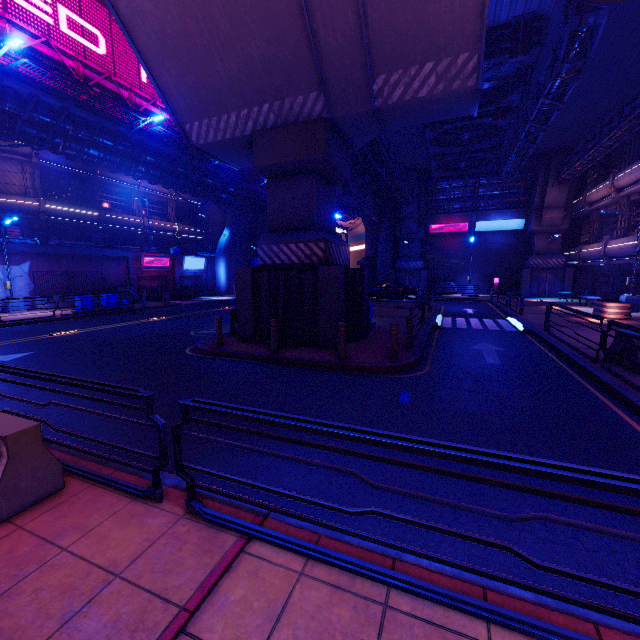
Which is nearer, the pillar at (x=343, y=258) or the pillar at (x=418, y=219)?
the pillar at (x=343, y=258)

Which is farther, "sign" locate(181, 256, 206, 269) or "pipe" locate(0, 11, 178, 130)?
"sign" locate(181, 256, 206, 269)

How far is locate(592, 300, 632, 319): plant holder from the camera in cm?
1633

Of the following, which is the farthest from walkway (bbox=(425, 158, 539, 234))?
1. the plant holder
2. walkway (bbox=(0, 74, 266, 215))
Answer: walkway (bbox=(0, 74, 266, 215))

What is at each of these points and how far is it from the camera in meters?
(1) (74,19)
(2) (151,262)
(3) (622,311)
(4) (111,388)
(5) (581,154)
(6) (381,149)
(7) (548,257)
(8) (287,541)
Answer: (1) sign, 28.5 m
(2) sign, 31.7 m
(3) plant holder, 16.4 m
(4) railing, 3.5 m
(5) pipe, 22.0 m
(6) pipe, 18.0 m
(7) pillar, 30.5 m
(8) railing, 2.9 m

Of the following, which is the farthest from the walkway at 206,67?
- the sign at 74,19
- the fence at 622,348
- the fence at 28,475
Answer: the sign at 74,19

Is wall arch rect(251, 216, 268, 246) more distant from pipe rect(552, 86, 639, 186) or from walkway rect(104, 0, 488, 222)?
pipe rect(552, 86, 639, 186)

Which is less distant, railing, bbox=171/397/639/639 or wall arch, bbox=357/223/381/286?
railing, bbox=171/397/639/639
